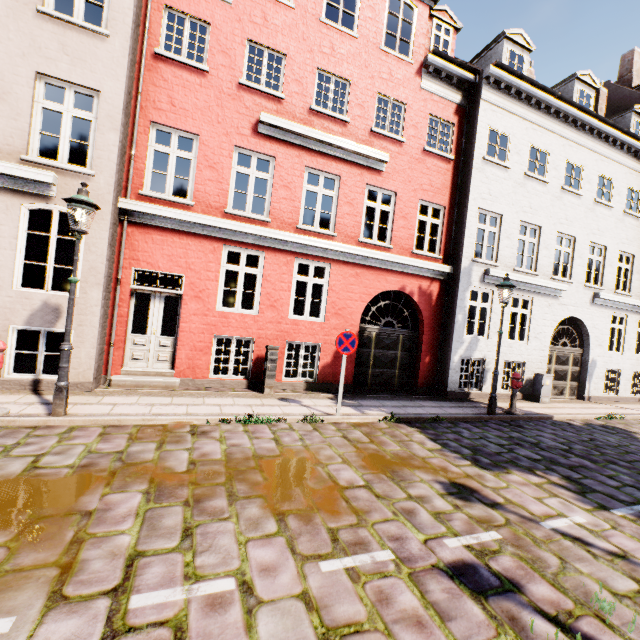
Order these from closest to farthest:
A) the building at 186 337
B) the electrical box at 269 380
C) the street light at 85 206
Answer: the street light at 85 206 → the building at 186 337 → the electrical box at 269 380

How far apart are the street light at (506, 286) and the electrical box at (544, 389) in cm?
390

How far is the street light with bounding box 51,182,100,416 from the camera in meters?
5.3 m

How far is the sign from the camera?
7.1m

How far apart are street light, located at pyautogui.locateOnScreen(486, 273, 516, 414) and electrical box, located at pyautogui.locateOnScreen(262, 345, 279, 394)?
6.0m

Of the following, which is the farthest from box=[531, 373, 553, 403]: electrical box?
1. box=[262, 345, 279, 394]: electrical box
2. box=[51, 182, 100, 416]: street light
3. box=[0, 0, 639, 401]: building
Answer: box=[0, 0, 639, 401]: building

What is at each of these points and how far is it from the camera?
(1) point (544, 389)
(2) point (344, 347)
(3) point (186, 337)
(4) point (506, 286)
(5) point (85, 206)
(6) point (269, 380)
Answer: (1) electrical box, 11.6m
(2) sign, 7.2m
(3) building, 8.3m
(4) street light, 8.8m
(5) street light, 5.3m
(6) electrical box, 8.5m

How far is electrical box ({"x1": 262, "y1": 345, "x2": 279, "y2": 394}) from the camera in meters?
8.4
